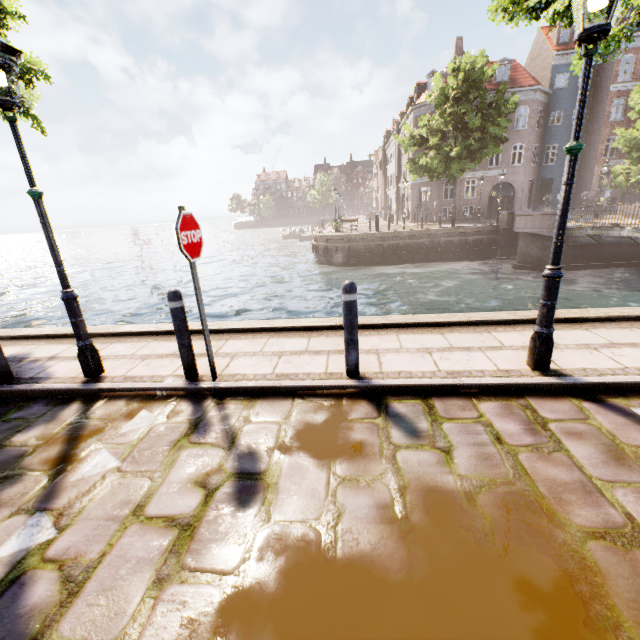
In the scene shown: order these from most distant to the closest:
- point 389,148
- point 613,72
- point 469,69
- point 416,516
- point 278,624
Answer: point 389,148 → point 613,72 → point 469,69 → point 416,516 → point 278,624

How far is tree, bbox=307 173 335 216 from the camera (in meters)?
52.41

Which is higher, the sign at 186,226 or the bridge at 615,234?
the sign at 186,226

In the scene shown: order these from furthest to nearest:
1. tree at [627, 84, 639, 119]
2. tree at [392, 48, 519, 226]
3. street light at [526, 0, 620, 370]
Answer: tree at [627, 84, 639, 119] → tree at [392, 48, 519, 226] → street light at [526, 0, 620, 370]

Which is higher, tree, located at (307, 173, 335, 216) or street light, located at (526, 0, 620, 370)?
tree, located at (307, 173, 335, 216)

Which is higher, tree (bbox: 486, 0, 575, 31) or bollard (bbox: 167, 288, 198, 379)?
tree (bbox: 486, 0, 575, 31)

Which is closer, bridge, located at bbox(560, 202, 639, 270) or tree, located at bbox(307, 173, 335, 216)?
bridge, located at bbox(560, 202, 639, 270)

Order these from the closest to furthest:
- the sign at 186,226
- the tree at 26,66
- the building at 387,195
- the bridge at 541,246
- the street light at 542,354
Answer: the street light at 542,354 < the sign at 186,226 < the tree at 26,66 < the bridge at 541,246 < the building at 387,195
